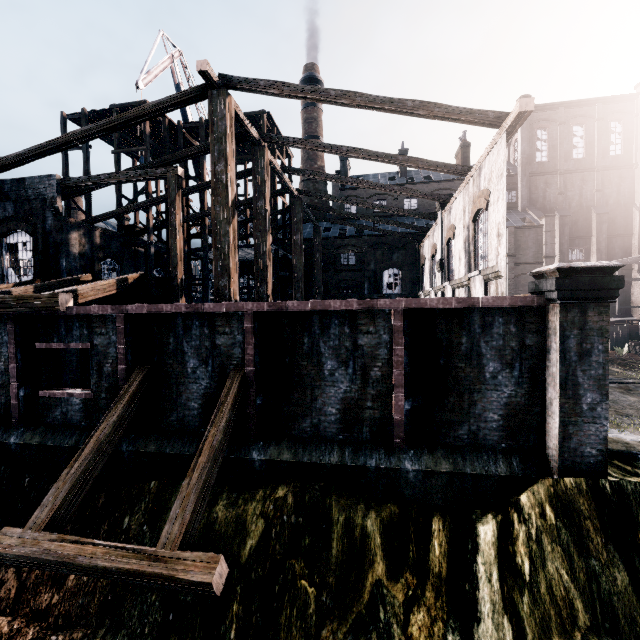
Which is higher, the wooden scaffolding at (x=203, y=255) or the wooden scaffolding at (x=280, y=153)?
the wooden scaffolding at (x=280, y=153)

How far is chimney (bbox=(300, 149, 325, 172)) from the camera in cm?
5262

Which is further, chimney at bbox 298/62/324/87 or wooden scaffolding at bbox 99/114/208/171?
chimney at bbox 298/62/324/87

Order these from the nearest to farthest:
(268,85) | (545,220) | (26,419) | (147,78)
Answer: (26,419) → (268,85) → (147,78) → (545,220)

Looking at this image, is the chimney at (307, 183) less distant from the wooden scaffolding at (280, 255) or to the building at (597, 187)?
the building at (597, 187)

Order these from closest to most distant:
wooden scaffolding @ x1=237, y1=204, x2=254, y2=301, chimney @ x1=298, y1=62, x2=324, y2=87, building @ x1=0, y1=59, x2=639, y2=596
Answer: building @ x1=0, y1=59, x2=639, y2=596
wooden scaffolding @ x1=237, y1=204, x2=254, y2=301
chimney @ x1=298, y1=62, x2=324, y2=87

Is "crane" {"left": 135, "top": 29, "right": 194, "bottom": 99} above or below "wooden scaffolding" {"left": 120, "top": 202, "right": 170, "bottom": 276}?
above

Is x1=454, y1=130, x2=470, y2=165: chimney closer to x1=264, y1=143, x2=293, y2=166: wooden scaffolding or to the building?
the building
